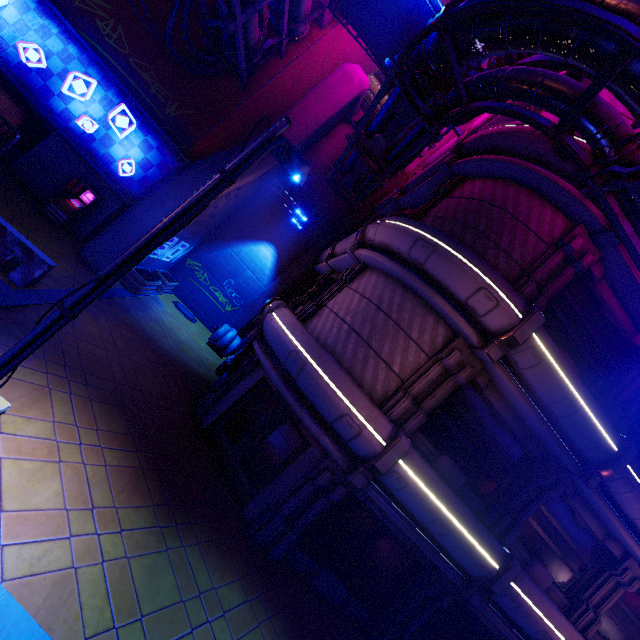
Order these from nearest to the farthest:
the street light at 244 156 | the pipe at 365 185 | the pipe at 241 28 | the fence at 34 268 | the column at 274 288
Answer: the street light at 244 156 → the pipe at 365 185 → the fence at 34 268 → the pipe at 241 28 → the column at 274 288

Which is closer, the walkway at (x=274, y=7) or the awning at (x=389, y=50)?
the awning at (x=389, y=50)

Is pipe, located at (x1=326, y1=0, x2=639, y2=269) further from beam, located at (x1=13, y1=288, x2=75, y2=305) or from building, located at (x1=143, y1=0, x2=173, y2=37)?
beam, located at (x1=13, y1=288, x2=75, y2=305)

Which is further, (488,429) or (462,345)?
(488,429)

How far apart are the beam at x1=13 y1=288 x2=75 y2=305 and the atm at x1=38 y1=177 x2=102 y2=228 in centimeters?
311cm

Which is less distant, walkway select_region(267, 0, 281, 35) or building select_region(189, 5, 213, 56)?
walkway select_region(267, 0, 281, 35)

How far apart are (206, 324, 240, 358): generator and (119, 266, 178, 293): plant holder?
3.7m
